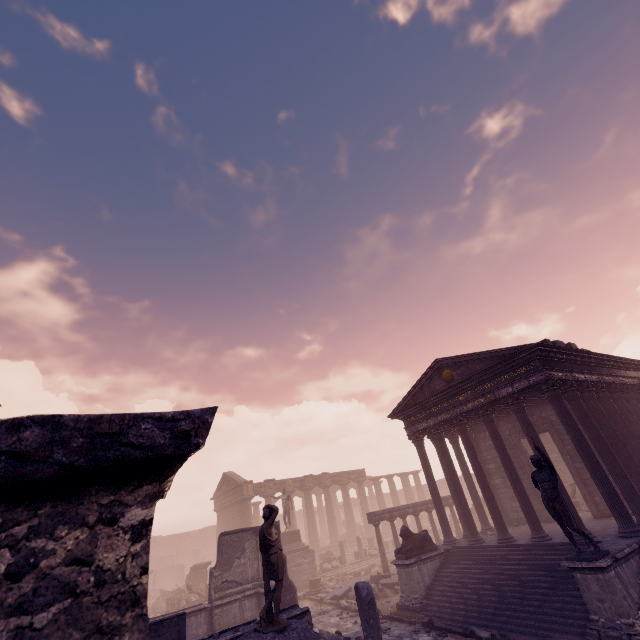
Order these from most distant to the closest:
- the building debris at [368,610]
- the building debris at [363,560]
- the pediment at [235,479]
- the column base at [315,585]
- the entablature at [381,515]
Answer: the pediment at [235,479] < the building debris at [363,560] < the entablature at [381,515] < the column base at [315,585] < the building debris at [368,610]

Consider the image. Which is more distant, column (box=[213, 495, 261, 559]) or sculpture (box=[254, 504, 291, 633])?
column (box=[213, 495, 261, 559])

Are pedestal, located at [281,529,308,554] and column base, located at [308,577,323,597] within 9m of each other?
yes

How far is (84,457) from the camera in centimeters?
79cm

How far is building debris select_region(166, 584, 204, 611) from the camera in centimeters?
1914cm

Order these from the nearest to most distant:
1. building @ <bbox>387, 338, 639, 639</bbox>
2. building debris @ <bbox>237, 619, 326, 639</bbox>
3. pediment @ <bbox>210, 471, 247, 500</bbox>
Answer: building debris @ <bbox>237, 619, 326, 639</bbox> → building @ <bbox>387, 338, 639, 639</bbox> → pediment @ <bbox>210, 471, 247, 500</bbox>

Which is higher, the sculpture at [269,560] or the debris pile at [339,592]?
the sculpture at [269,560]

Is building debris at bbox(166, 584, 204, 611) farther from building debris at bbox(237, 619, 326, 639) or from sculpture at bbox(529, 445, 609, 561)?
sculpture at bbox(529, 445, 609, 561)
